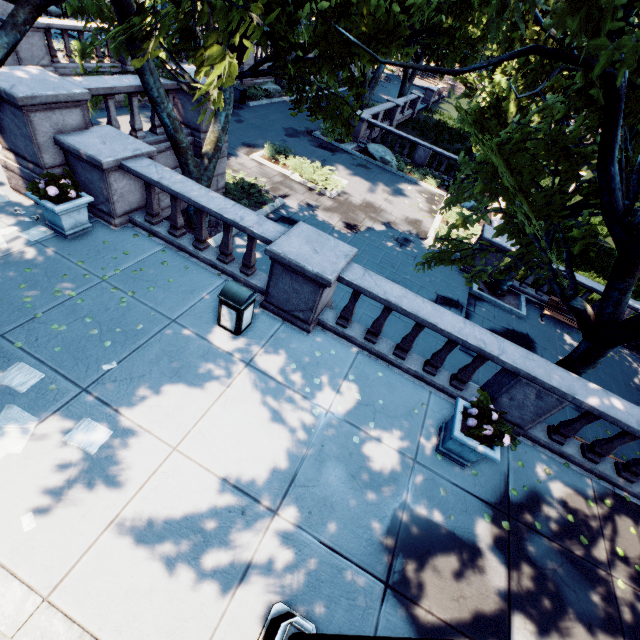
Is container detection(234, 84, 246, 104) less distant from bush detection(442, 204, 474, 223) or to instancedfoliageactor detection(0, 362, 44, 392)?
bush detection(442, 204, 474, 223)

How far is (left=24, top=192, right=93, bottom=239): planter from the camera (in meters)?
6.48

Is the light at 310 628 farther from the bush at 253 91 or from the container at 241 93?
the bush at 253 91

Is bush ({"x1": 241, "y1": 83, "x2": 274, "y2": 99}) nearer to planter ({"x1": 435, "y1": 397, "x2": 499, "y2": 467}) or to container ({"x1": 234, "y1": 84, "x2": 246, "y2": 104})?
container ({"x1": 234, "y1": 84, "x2": 246, "y2": 104})

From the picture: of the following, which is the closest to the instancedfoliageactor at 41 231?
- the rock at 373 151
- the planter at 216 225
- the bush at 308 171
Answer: the planter at 216 225

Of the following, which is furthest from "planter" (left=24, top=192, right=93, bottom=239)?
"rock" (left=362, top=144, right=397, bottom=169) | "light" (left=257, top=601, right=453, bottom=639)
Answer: "rock" (left=362, top=144, right=397, bottom=169)

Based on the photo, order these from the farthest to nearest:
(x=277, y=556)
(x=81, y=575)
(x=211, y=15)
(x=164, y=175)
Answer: (x=164, y=175) → (x=277, y=556) → (x=81, y=575) → (x=211, y=15)

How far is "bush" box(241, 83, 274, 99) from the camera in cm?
2334
